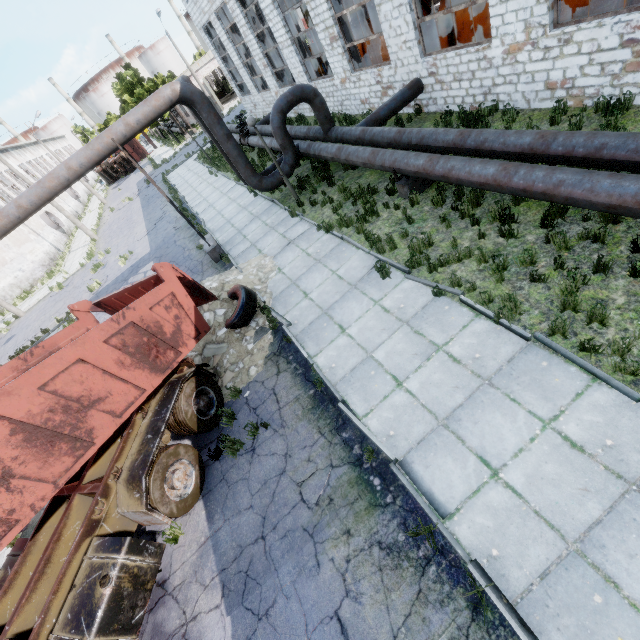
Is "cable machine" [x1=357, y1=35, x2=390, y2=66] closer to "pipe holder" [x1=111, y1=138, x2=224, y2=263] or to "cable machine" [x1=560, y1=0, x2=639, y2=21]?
"cable machine" [x1=560, y1=0, x2=639, y2=21]

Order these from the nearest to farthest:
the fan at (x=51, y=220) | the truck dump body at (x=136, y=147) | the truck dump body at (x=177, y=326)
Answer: the truck dump body at (x=177, y=326) < the fan at (x=51, y=220) < the truck dump body at (x=136, y=147)

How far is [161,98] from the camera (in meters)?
10.02

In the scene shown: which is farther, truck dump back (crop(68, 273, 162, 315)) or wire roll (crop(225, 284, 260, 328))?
wire roll (crop(225, 284, 260, 328))

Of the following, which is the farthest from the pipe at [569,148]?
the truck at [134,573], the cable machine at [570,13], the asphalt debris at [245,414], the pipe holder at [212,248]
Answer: the asphalt debris at [245,414]

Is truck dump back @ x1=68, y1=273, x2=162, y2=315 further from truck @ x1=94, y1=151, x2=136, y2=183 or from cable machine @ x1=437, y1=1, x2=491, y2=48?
truck @ x1=94, y1=151, x2=136, y2=183

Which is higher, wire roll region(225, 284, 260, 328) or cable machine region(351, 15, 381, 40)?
cable machine region(351, 15, 381, 40)

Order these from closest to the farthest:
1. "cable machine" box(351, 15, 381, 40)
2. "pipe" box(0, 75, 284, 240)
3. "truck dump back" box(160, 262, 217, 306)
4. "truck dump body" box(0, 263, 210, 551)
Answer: "truck dump body" box(0, 263, 210, 551), "truck dump back" box(160, 262, 217, 306), "pipe" box(0, 75, 284, 240), "cable machine" box(351, 15, 381, 40)
